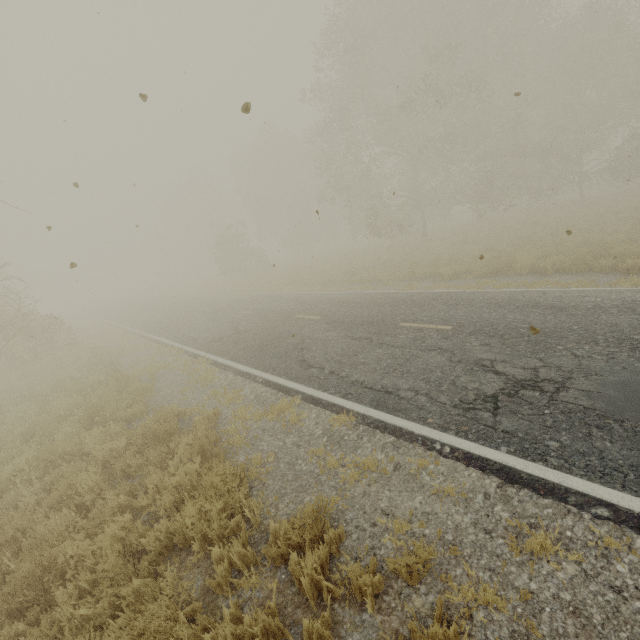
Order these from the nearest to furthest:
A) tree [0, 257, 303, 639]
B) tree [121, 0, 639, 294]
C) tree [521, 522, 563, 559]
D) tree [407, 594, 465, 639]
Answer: tree [407, 594, 465, 639] < tree [521, 522, 563, 559] < tree [0, 257, 303, 639] < tree [121, 0, 639, 294]

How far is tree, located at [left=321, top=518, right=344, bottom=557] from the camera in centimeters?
347cm

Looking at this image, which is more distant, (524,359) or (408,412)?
(524,359)

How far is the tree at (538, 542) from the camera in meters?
3.0 m

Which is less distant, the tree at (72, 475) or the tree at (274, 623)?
the tree at (274, 623)

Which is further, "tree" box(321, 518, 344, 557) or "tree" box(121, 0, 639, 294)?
"tree" box(121, 0, 639, 294)

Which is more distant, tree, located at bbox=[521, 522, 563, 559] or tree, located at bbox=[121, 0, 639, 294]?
tree, located at bbox=[121, 0, 639, 294]
